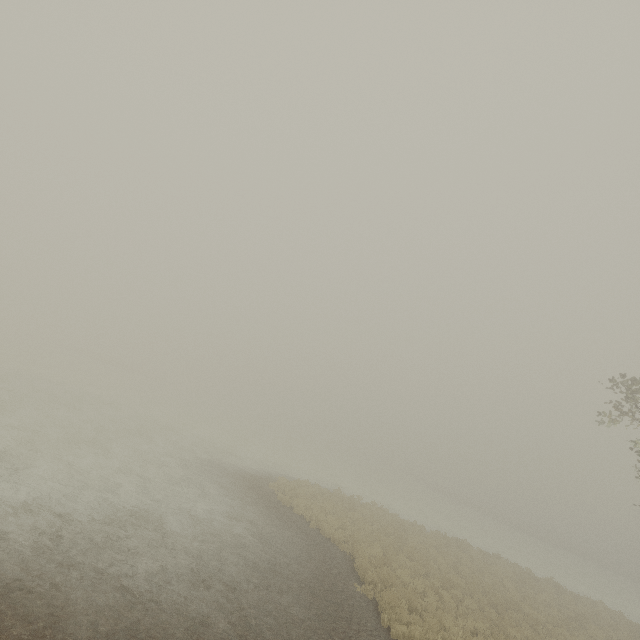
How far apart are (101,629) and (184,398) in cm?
5426
